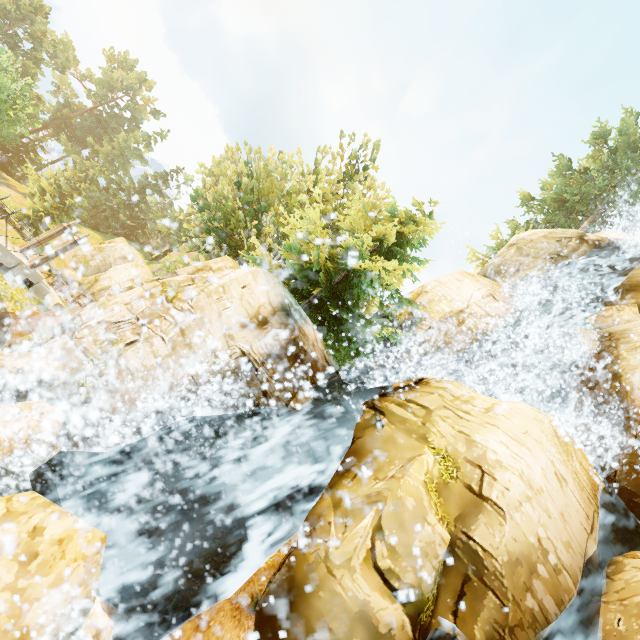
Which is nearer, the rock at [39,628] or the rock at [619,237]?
the rock at [39,628]

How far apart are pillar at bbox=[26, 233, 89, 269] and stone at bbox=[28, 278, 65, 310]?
0.6m

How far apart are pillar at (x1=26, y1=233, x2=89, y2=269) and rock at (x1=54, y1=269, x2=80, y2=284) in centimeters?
2350cm

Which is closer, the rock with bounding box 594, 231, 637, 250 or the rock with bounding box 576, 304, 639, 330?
the rock with bounding box 576, 304, 639, 330

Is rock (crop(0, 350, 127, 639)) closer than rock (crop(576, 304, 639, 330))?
Yes

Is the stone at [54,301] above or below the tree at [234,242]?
below

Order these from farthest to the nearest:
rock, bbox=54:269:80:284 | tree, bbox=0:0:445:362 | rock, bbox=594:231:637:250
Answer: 1. rock, bbox=54:269:80:284
2. rock, bbox=594:231:637:250
3. tree, bbox=0:0:445:362

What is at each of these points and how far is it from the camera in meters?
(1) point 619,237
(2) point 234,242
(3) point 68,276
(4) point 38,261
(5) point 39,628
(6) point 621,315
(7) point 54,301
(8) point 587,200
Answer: (1) rock, 21.0 m
(2) tree, 19.1 m
(3) rock, 33.9 m
(4) pillar, 14.2 m
(5) rock, 3.7 m
(6) rock, 14.1 m
(7) stone, 15.6 m
(8) tree, 27.7 m
